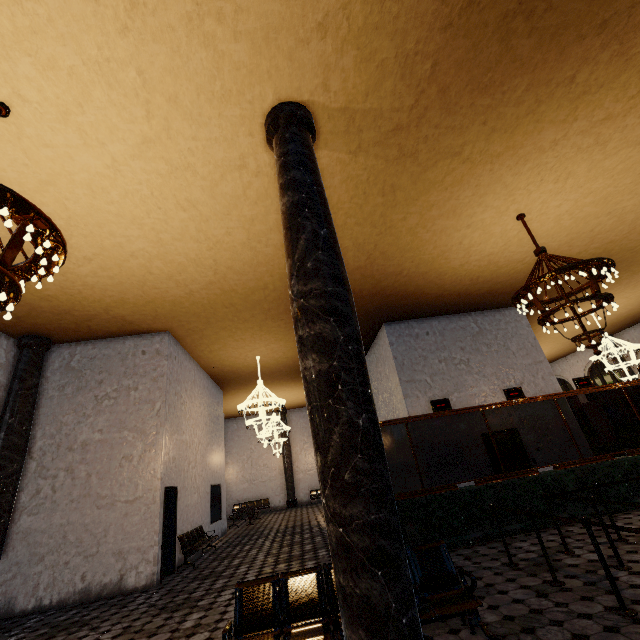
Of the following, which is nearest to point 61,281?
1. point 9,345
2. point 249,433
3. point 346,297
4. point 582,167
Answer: point 9,345
